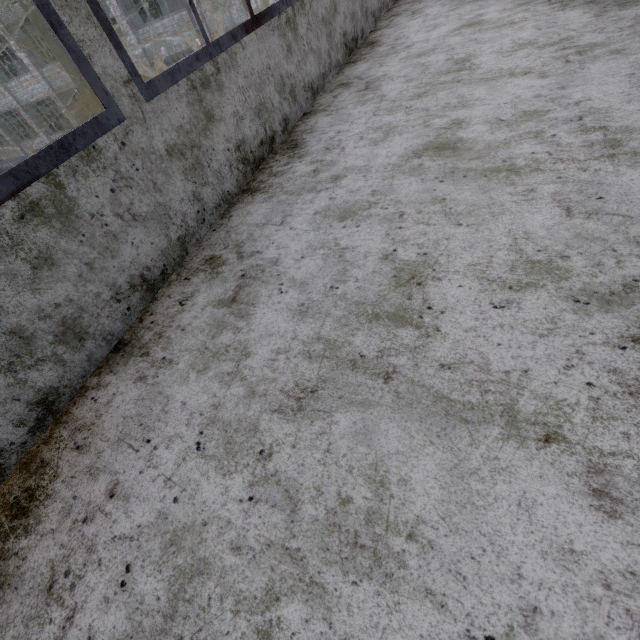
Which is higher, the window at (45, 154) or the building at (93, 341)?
the window at (45, 154)

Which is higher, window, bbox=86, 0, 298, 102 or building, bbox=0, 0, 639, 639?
window, bbox=86, 0, 298, 102

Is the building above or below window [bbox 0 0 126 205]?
below

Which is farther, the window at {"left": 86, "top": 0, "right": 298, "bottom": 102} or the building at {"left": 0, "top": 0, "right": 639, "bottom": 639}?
the window at {"left": 86, "top": 0, "right": 298, "bottom": 102}

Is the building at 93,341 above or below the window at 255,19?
below

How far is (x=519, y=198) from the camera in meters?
1.7 m
